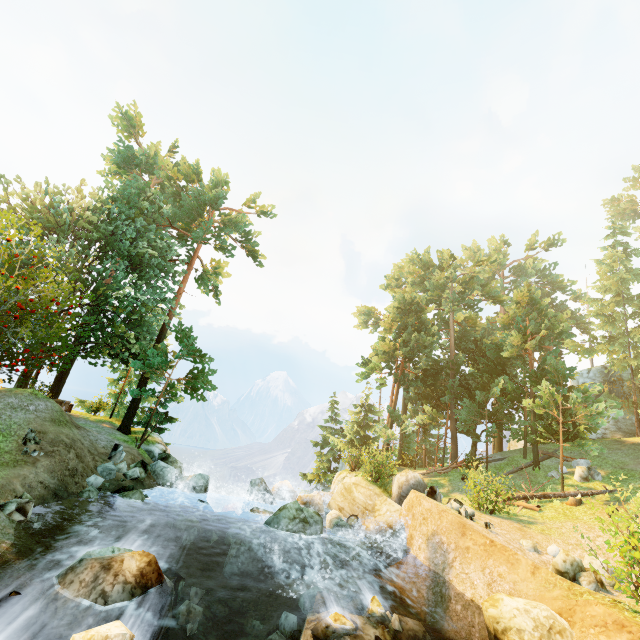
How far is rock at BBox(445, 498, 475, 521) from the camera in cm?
1329

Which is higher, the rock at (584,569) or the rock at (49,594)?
the rock at (584,569)

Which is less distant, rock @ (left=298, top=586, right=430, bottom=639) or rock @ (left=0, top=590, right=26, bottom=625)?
rock @ (left=0, top=590, right=26, bottom=625)

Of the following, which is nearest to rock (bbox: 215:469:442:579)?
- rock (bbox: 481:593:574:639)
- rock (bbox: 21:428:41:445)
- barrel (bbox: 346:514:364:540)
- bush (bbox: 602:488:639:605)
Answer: barrel (bbox: 346:514:364:540)

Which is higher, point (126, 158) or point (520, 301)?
point (126, 158)

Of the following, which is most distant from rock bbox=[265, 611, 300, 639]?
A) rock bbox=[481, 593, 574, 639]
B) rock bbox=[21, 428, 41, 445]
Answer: rock bbox=[21, 428, 41, 445]

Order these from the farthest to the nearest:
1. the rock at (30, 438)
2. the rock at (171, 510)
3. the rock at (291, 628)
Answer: the rock at (171, 510), the rock at (30, 438), the rock at (291, 628)

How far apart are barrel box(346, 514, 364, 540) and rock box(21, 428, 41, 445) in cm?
Result: 1337
